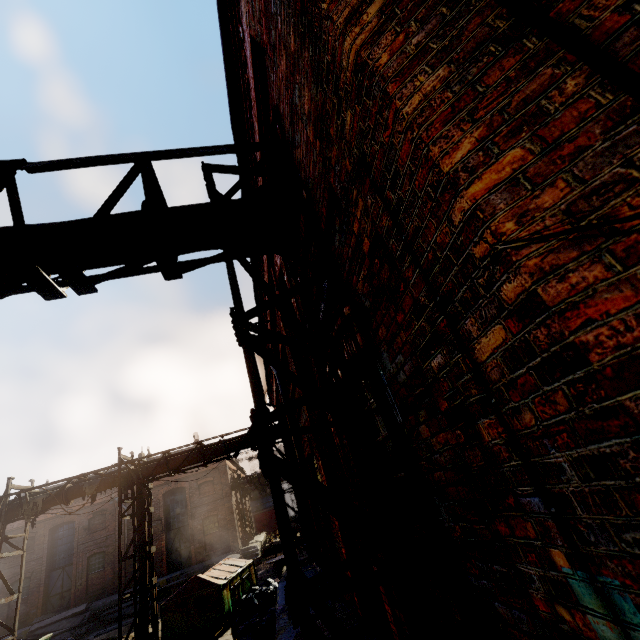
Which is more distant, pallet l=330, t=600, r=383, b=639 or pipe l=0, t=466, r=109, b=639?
pipe l=0, t=466, r=109, b=639

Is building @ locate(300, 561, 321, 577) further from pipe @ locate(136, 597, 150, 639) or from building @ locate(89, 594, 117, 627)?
building @ locate(89, 594, 117, 627)

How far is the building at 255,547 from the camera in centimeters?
2533cm

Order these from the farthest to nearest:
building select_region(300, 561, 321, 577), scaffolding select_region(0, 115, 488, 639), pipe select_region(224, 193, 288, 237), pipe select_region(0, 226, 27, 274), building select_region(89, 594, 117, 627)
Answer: building select_region(89, 594, 117, 627), building select_region(300, 561, 321, 577), pipe select_region(224, 193, 288, 237), pipe select_region(0, 226, 27, 274), scaffolding select_region(0, 115, 488, 639)

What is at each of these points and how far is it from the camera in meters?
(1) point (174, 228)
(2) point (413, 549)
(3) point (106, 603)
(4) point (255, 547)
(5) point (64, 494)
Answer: (1) pipe, 3.5
(2) scaffolding, 1.9
(3) building, 22.6
(4) building, 26.1
(5) pipe, 12.4

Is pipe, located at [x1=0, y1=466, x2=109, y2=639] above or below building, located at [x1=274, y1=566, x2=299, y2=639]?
above

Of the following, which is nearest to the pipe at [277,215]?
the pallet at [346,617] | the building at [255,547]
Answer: the pallet at [346,617]
